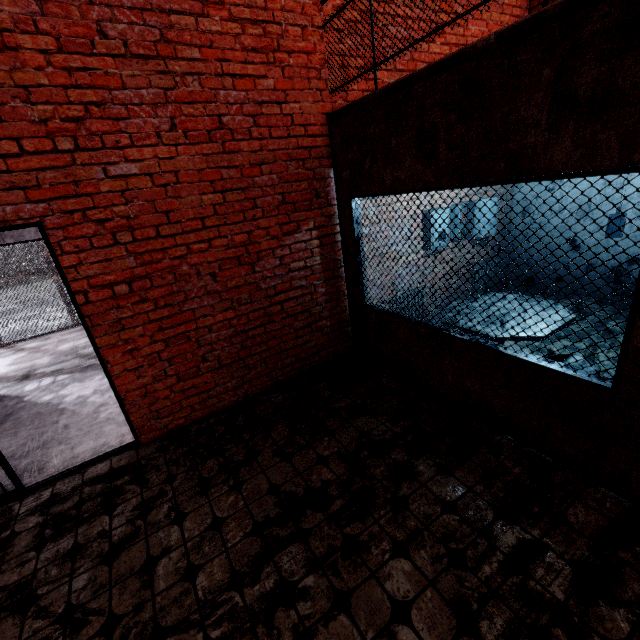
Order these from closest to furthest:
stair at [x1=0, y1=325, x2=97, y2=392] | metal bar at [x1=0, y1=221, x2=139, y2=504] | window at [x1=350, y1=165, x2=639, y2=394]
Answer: window at [x1=350, y1=165, x2=639, y2=394] → metal bar at [x1=0, y1=221, x2=139, y2=504] → stair at [x1=0, y1=325, x2=97, y2=392]

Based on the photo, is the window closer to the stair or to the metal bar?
the metal bar

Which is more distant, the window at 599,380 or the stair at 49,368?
the stair at 49,368

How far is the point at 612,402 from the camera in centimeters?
217cm

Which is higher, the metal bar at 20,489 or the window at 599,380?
the window at 599,380

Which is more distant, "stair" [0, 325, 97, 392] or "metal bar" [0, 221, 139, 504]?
"stair" [0, 325, 97, 392]

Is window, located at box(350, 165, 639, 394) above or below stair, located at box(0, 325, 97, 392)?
above
